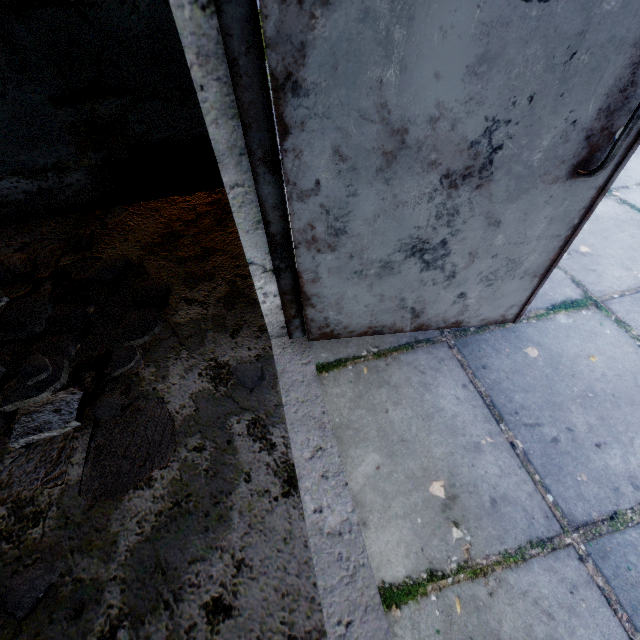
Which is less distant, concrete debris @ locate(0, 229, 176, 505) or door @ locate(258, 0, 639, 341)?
door @ locate(258, 0, 639, 341)

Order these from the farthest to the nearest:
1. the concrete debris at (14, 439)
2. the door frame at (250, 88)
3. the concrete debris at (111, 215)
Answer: the concrete debris at (111, 215)
the concrete debris at (14, 439)
the door frame at (250, 88)

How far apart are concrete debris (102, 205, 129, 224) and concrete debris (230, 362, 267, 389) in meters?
1.9 m

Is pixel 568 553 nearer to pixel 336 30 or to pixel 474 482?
pixel 474 482

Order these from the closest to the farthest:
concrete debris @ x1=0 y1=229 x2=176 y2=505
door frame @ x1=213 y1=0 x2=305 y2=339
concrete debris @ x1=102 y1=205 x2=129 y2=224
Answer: door frame @ x1=213 y1=0 x2=305 y2=339 → concrete debris @ x1=0 y1=229 x2=176 y2=505 → concrete debris @ x1=102 y1=205 x2=129 y2=224

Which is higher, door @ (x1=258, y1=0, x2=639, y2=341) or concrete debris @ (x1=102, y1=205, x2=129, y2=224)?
door @ (x1=258, y1=0, x2=639, y2=341)

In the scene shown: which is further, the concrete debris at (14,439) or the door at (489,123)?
the concrete debris at (14,439)

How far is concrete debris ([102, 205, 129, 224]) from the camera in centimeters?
265cm
